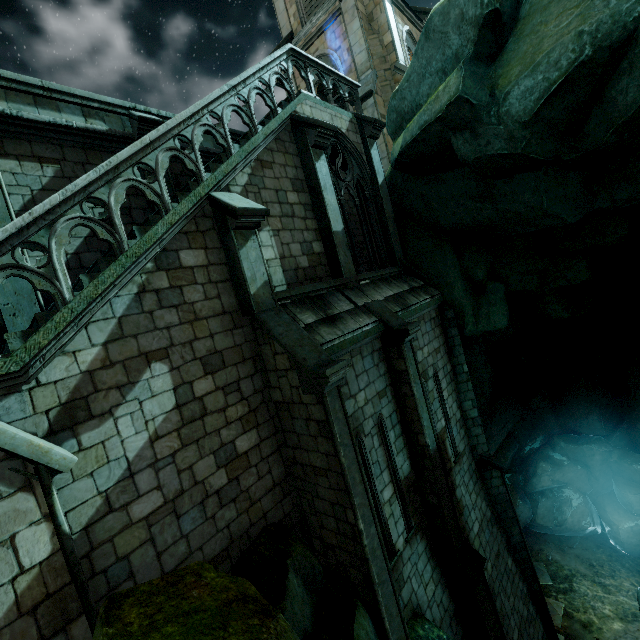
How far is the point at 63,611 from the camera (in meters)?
3.51

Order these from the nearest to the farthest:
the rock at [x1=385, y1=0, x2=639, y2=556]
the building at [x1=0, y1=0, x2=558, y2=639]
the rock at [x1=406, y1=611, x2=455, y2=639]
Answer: the building at [x1=0, y1=0, x2=558, y2=639], the rock at [x1=385, y1=0, x2=639, y2=556], the rock at [x1=406, y1=611, x2=455, y2=639]

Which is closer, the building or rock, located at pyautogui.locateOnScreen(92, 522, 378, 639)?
rock, located at pyautogui.locateOnScreen(92, 522, 378, 639)

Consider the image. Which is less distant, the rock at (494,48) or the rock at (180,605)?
the rock at (180,605)

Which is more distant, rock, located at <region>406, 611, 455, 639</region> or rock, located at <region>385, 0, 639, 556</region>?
rock, located at <region>406, 611, 455, 639</region>

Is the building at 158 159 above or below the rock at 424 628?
above
